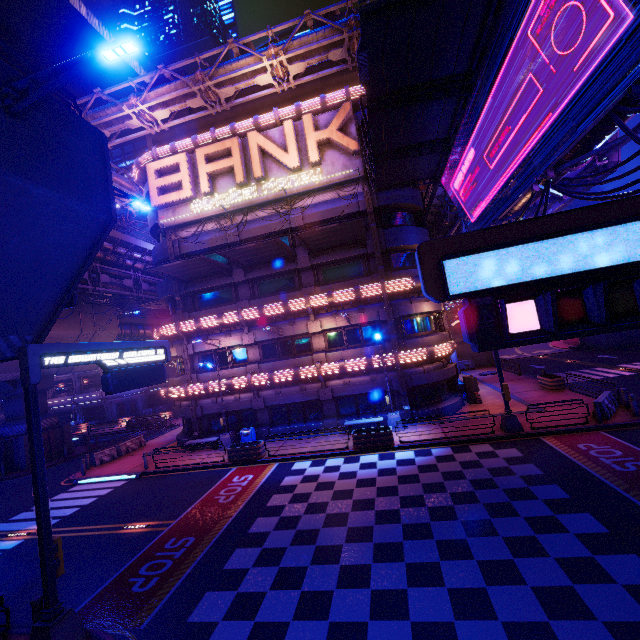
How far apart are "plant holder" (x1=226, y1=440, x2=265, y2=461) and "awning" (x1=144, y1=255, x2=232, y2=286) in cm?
1149

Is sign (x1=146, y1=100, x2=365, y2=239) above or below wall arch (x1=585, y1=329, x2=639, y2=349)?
above

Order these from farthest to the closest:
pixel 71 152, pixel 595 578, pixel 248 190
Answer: pixel 248 190, pixel 71 152, pixel 595 578

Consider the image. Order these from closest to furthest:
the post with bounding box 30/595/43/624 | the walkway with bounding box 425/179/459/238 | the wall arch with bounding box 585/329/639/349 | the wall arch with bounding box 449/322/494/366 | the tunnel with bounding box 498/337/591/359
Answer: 1. the post with bounding box 30/595/43/624
2. the walkway with bounding box 425/179/459/238
3. the wall arch with bounding box 585/329/639/349
4. the wall arch with bounding box 449/322/494/366
5. the tunnel with bounding box 498/337/591/359

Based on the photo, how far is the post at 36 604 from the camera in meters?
7.8 m

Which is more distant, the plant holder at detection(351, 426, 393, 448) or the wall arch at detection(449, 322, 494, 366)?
the wall arch at detection(449, 322, 494, 366)

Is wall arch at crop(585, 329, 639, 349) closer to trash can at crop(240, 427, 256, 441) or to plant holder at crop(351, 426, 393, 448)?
plant holder at crop(351, 426, 393, 448)

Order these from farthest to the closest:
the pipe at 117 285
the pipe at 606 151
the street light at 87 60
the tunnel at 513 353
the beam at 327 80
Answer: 1. the tunnel at 513 353
2. the pipe at 117 285
3. the beam at 327 80
4. the pipe at 606 151
5. the street light at 87 60
